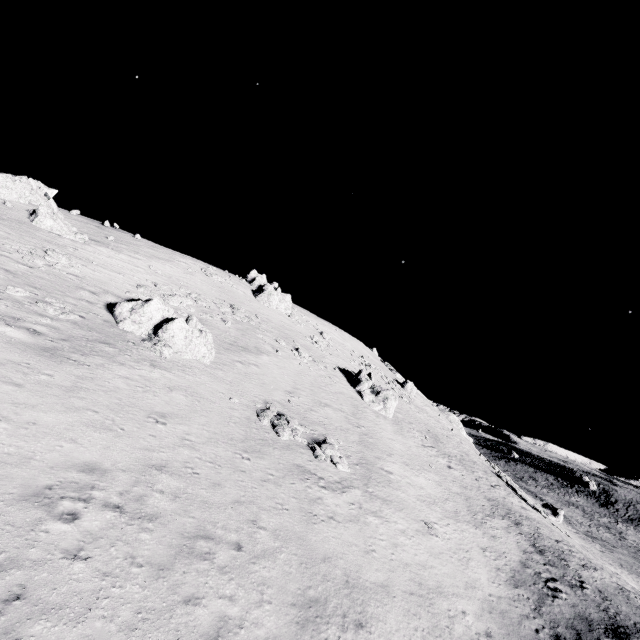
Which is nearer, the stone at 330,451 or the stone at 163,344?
the stone at 330,451

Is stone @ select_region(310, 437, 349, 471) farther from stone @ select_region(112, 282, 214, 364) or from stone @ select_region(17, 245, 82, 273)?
stone @ select_region(17, 245, 82, 273)

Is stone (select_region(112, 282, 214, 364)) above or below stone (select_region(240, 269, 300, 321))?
below

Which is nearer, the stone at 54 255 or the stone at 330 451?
the stone at 330 451

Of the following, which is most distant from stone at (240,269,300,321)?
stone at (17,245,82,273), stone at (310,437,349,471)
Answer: stone at (310,437,349,471)

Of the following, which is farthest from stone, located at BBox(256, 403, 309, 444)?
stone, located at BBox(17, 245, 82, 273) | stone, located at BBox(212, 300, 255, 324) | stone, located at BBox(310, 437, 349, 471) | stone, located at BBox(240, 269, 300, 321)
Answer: stone, located at BBox(240, 269, 300, 321)

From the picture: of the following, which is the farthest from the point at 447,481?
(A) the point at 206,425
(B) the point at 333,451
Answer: (A) the point at 206,425

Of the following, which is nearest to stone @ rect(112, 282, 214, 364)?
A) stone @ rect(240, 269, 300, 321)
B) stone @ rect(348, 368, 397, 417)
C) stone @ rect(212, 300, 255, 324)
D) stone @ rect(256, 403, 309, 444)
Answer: stone @ rect(256, 403, 309, 444)
